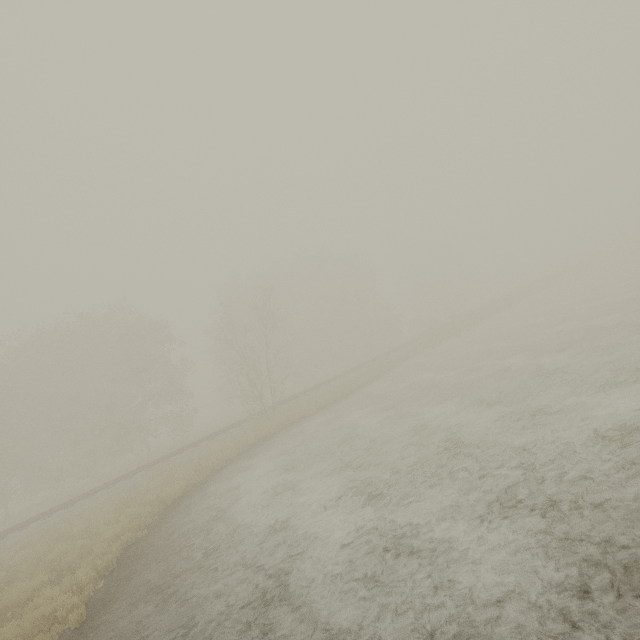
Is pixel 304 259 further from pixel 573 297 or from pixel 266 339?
pixel 573 297
